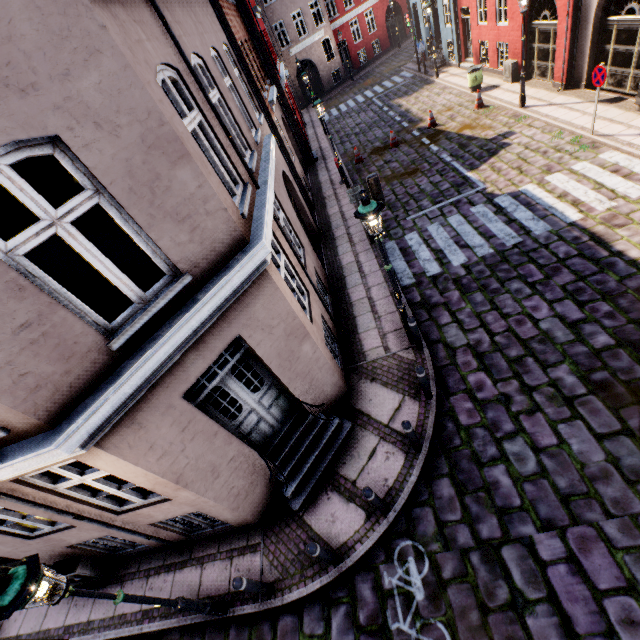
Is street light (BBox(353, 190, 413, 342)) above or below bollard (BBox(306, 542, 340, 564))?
above

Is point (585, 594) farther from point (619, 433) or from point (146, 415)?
point (146, 415)

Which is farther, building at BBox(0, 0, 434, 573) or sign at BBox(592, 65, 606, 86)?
sign at BBox(592, 65, 606, 86)

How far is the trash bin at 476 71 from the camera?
16.09m

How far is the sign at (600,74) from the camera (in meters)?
9.11

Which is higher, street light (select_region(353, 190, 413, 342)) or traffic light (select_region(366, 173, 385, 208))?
street light (select_region(353, 190, 413, 342))

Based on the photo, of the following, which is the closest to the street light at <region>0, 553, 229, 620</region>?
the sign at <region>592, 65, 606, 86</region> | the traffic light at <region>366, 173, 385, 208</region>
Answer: the traffic light at <region>366, 173, 385, 208</region>

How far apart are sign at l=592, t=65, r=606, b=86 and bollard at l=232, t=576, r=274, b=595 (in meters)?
14.95
